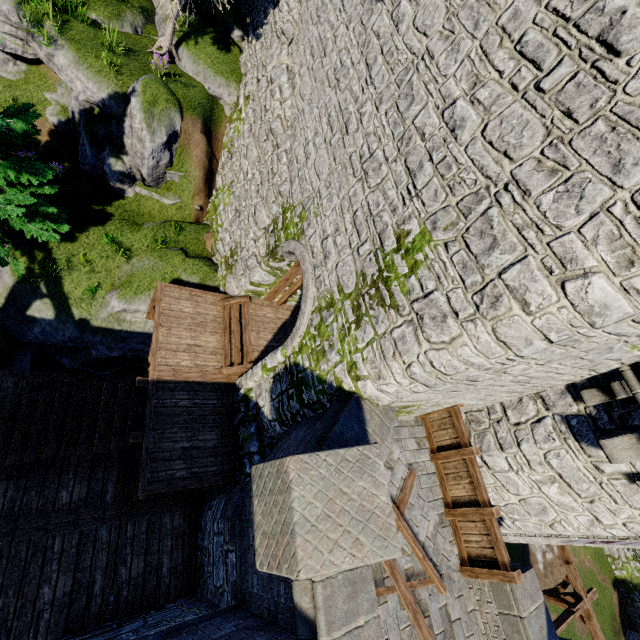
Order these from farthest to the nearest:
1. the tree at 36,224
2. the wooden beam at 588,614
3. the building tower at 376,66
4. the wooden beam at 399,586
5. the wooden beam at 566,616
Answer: the wooden beam at 588,614, the wooden beam at 566,616, the tree at 36,224, the wooden beam at 399,586, the building tower at 376,66

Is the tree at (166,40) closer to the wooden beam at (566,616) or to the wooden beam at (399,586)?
the wooden beam at (399,586)

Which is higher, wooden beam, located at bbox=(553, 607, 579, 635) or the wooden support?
wooden beam, located at bbox=(553, 607, 579, 635)

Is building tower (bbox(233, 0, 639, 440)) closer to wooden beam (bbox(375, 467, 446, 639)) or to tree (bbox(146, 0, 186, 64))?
wooden beam (bbox(375, 467, 446, 639))

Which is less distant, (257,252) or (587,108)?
(587,108)

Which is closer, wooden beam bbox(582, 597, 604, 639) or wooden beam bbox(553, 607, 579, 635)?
wooden beam bbox(553, 607, 579, 635)

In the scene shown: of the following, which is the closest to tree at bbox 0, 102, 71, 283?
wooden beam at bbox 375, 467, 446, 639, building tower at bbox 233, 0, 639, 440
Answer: building tower at bbox 233, 0, 639, 440

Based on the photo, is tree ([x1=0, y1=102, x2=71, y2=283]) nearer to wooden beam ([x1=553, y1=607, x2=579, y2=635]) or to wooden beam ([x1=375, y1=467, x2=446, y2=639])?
wooden beam ([x1=375, y1=467, x2=446, y2=639])
